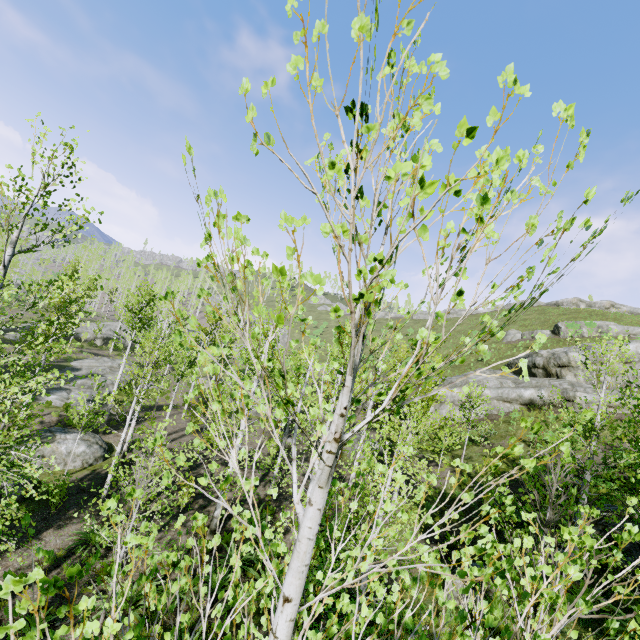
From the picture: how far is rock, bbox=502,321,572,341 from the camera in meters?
36.7

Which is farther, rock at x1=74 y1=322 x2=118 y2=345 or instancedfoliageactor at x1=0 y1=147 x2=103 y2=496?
rock at x1=74 y1=322 x2=118 y2=345

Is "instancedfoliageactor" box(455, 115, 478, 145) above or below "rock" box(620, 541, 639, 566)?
above

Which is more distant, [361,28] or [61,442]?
[61,442]

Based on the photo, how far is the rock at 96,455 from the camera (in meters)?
16.77

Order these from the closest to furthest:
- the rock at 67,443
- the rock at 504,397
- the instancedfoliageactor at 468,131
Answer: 1. the instancedfoliageactor at 468,131
2. the rock at 67,443
3. the rock at 504,397

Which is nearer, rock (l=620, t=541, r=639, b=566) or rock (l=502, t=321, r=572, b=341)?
rock (l=620, t=541, r=639, b=566)

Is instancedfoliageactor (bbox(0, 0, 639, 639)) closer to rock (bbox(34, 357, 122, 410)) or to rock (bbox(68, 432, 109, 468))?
rock (bbox(68, 432, 109, 468))
